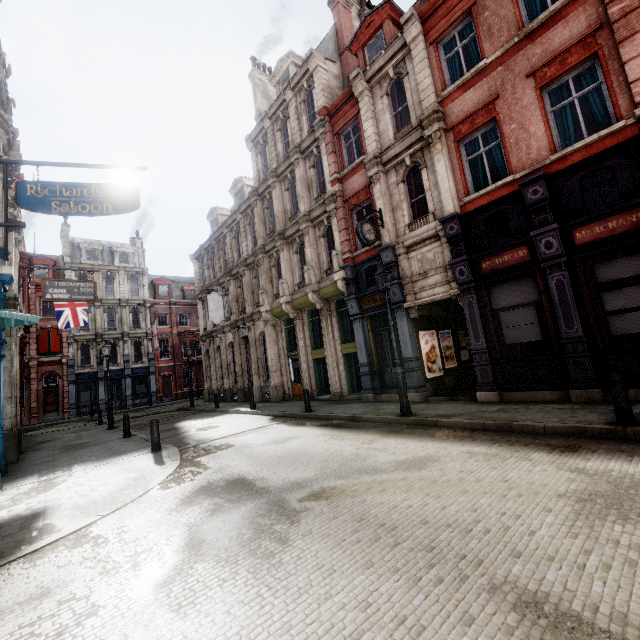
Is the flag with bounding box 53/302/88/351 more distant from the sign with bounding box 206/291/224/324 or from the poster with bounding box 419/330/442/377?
the poster with bounding box 419/330/442/377

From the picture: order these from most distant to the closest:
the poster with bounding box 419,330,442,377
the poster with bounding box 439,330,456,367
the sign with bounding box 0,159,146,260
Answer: the poster with bounding box 439,330,456,367 → the poster with bounding box 419,330,442,377 → the sign with bounding box 0,159,146,260

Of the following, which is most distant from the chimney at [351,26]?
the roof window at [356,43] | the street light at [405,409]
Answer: the street light at [405,409]

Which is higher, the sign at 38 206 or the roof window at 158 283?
the roof window at 158 283

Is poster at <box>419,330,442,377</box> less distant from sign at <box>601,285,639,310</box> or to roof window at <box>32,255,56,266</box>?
sign at <box>601,285,639,310</box>

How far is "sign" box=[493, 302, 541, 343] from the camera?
9.5 meters

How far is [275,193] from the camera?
19.5 meters

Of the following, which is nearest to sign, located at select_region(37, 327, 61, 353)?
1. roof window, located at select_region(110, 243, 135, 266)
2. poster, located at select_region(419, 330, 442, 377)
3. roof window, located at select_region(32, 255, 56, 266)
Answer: roof window, located at select_region(32, 255, 56, 266)
